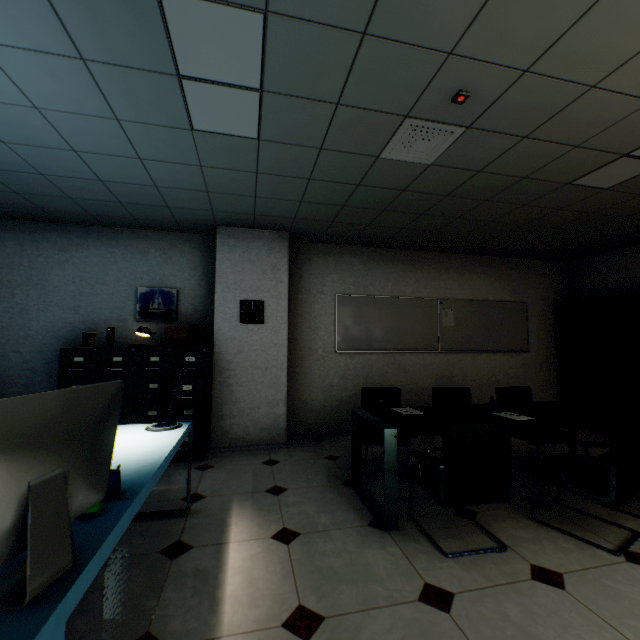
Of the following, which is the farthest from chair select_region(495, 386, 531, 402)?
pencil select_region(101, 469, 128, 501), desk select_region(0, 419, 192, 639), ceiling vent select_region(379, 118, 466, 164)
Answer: pencil select_region(101, 469, 128, 501)

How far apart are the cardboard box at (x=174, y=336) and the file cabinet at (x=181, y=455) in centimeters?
14cm

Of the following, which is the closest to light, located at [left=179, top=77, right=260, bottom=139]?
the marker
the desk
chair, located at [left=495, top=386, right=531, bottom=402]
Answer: the desk

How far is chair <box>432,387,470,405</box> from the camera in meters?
4.0

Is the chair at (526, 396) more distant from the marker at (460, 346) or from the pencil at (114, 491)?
the pencil at (114, 491)

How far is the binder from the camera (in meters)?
4.13

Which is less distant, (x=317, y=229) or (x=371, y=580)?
(x=371, y=580)

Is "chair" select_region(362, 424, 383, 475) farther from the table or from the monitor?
the monitor
